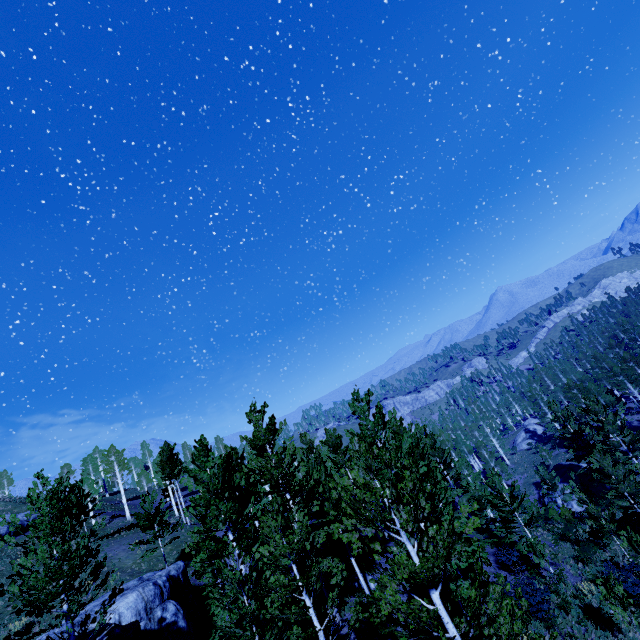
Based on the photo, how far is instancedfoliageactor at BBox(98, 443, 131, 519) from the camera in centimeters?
4328cm

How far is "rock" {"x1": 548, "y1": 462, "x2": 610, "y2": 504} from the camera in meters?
37.0

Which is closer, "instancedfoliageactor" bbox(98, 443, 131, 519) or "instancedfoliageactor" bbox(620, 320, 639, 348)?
"instancedfoliageactor" bbox(98, 443, 131, 519)

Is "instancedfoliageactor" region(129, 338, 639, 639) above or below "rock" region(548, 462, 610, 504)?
above

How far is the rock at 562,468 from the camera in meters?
37.0

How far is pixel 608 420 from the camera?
30.70m

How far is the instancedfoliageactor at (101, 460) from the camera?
43.3m

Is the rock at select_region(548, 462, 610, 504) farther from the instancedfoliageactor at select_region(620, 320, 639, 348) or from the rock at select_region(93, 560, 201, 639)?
the rock at select_region(93, 560, 201, 639)
